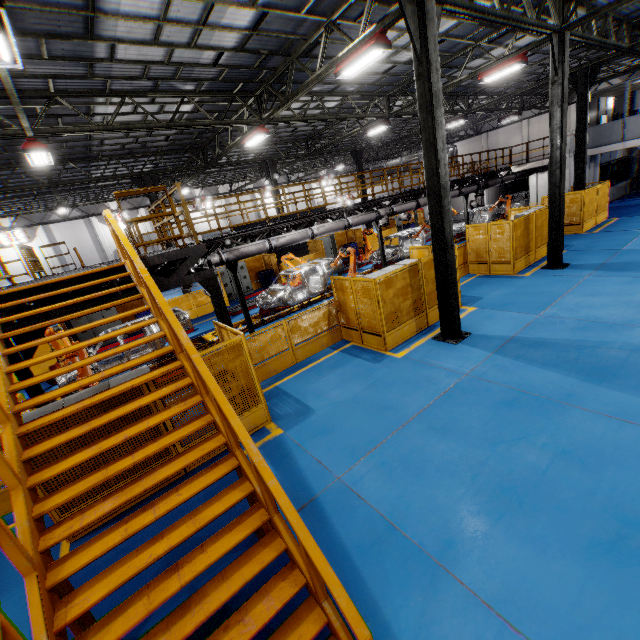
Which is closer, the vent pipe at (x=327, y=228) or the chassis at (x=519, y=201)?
the vent pipe at (x=327, y=228)

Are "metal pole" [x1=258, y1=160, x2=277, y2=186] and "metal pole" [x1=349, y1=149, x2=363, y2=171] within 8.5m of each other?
yes

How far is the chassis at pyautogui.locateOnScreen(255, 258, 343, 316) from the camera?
15.0m

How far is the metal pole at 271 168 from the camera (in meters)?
21.06

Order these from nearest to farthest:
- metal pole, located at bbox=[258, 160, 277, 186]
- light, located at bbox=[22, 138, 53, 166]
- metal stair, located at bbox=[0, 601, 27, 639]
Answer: metal stair, located at bbox=[0, 601, 27, 639]
light, located at bbox=[22, 138, 53, 166]
metal pole, located at bbox=[258, 160, 277, 186]

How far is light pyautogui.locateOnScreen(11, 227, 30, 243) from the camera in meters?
24.8

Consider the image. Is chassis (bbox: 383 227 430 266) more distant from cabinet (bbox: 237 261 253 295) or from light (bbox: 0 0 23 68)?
light (bbox: 0 0 23 68)

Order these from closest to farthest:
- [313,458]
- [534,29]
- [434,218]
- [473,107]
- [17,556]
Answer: [17,556] → [313,458] → [434,218] → [534,29] → [473,107]
